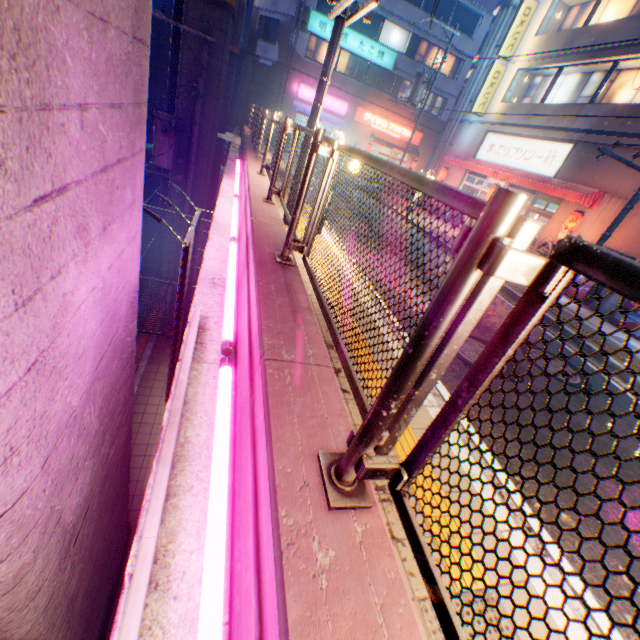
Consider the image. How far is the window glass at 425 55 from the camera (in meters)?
27.69

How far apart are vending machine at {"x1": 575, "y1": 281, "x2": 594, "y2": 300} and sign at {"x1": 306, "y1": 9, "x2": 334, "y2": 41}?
24.6m

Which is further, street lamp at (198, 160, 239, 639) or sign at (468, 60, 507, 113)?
sign at (468, 60, 507, 113)

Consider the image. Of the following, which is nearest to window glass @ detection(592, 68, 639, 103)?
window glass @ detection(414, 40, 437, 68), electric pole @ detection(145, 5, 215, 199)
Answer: window glass @ detection(414, 40, 437, 68)

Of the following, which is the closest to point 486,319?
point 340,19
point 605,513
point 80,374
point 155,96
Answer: point 605,513

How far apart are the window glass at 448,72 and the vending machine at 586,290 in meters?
25.7 m

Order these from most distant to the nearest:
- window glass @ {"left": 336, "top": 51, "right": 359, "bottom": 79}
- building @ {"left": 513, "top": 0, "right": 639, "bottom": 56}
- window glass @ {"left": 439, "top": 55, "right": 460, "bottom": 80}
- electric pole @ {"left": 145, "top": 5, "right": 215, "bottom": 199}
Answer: window glass @ {"left": 439, "top": 55, "right": 460, "bottom": 80}
window glass @ {"left": 336, "top": 51, "right": 359, "bottom": 79}
building @ {"left": 513, "top": 0, "right": 639, "bottom": 56}
electric pole @ {"left": 145, "top": 5, "right": 215, "bottom": 199}

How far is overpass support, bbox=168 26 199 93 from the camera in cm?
1109
